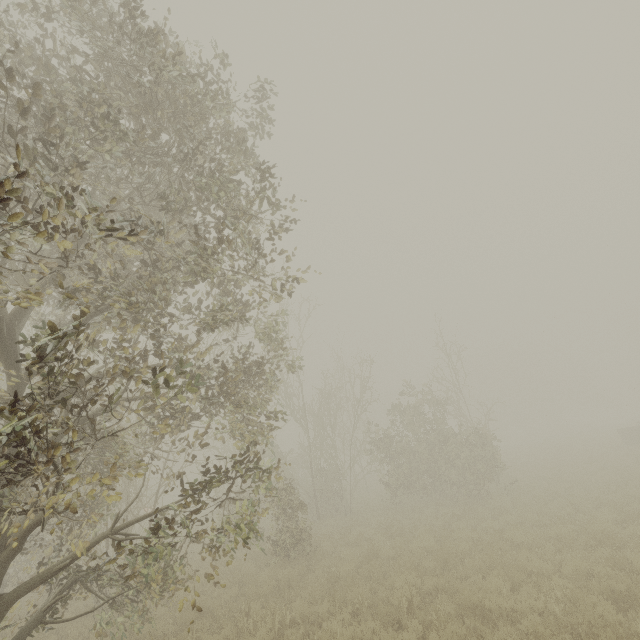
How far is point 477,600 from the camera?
7.00m
